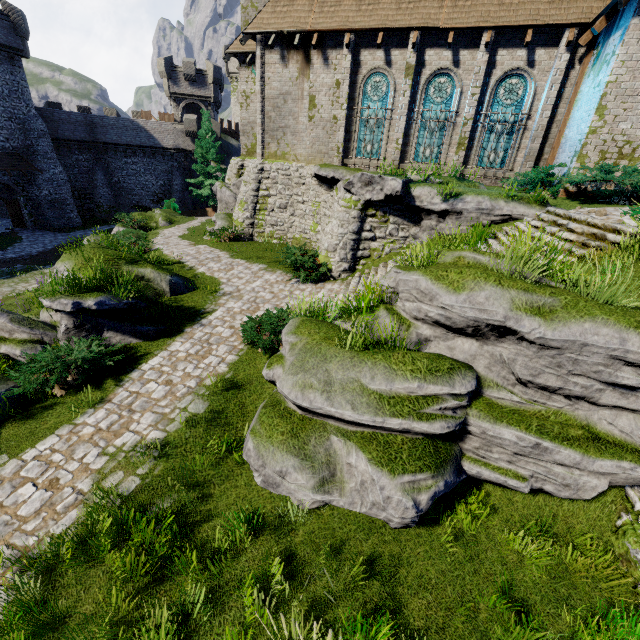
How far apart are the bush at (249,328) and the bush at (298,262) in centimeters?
299cm

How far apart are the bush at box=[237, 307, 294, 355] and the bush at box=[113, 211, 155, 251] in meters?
15.1 m

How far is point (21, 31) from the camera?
26.5m

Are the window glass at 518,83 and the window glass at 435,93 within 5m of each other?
yes

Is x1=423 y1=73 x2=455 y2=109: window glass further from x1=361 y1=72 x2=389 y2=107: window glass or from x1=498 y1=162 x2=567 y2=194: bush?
x1=498 y1=162 x2=567 y2=194: bush

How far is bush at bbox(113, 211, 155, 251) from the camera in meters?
16.6

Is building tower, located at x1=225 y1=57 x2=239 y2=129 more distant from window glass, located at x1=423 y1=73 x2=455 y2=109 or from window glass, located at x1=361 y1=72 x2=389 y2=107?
window glass, located at x1=423 y1=73 x2=455 y2=109

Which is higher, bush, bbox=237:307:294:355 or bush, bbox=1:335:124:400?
bush, bbox=237:307:294:355
